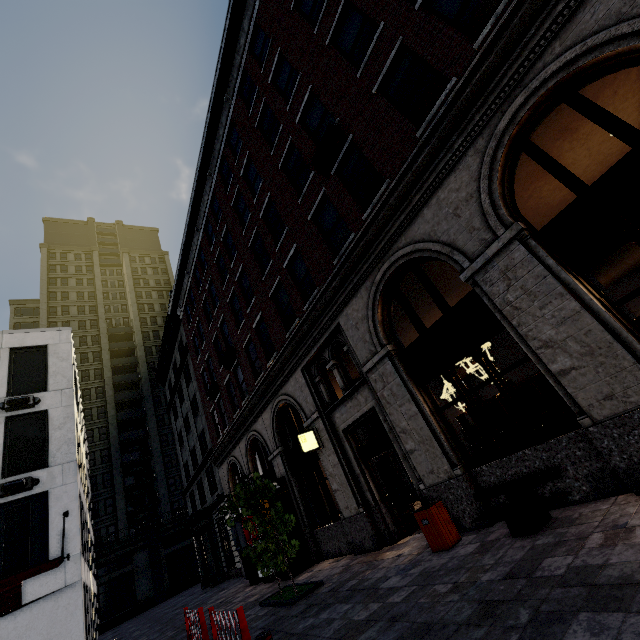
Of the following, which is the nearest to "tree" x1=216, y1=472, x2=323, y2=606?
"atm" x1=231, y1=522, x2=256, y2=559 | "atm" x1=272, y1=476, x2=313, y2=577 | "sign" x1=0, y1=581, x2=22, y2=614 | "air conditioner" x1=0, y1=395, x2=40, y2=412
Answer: "atm" x1=272, y1=476, x2=313, y2=577

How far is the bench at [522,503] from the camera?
5.09m

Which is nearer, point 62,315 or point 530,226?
point 530,226

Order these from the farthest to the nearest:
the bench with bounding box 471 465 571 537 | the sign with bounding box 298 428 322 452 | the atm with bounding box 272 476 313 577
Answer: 1. the atm with bounding box 272 476 313 577
2. the sign with bounding box 298 428 322 452
3. the bench with bounding box 471 465 571 537

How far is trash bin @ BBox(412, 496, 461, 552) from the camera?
6.4m

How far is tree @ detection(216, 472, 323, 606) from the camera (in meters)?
8.54

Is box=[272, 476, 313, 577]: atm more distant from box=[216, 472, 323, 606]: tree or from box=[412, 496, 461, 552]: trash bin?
box=[412, 496, 461, 552]: trash bin

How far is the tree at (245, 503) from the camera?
8.54m
